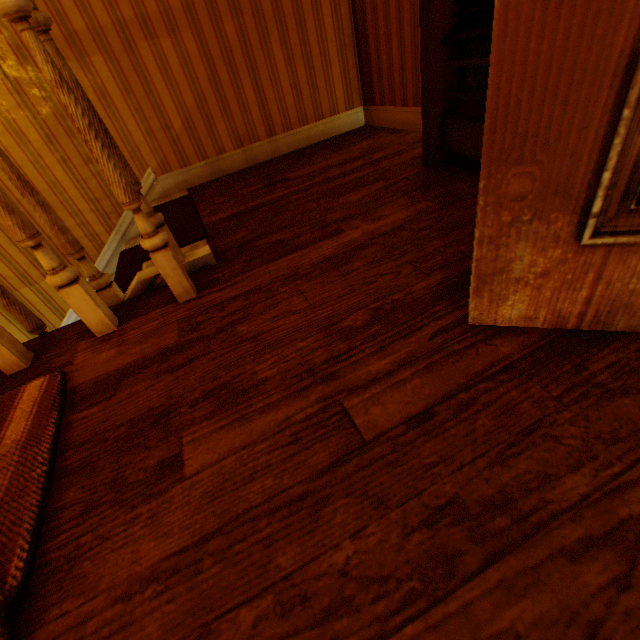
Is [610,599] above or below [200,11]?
below

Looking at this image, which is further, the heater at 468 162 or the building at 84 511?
the heater at 468 162

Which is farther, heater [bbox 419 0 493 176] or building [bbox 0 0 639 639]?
heater [bbox 419 0 493 176]

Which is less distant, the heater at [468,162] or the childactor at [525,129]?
the childactor at [525,129]

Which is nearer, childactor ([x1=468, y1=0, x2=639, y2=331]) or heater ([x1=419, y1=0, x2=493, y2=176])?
childactor ([x1=468, y1=0, x2=639, y2=331])
